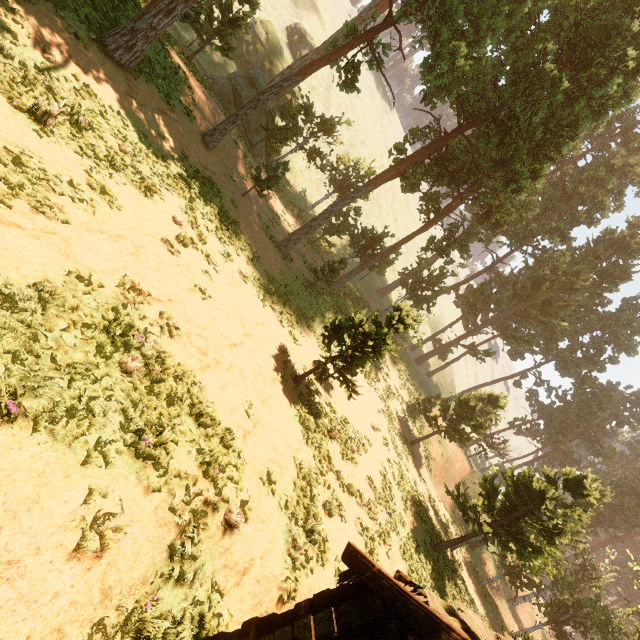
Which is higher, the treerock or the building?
the treerock

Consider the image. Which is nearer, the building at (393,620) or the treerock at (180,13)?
the building at (393,620)

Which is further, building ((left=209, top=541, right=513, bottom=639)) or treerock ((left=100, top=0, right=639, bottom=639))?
treerock ((left=100, top=0, right=639, bottom=639))

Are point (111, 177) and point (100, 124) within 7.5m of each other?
yes

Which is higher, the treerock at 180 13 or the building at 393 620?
the treerock at 180 13
